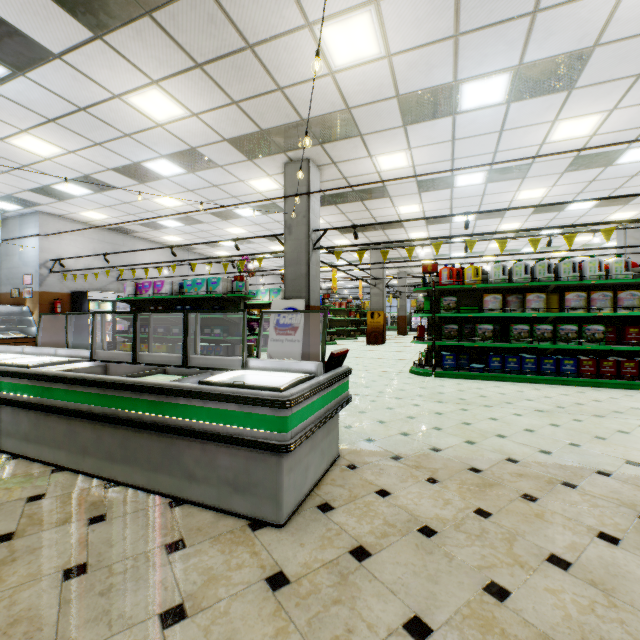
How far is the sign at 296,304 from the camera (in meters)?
7.09

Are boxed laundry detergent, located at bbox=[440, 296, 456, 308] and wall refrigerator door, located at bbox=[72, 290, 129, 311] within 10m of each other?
no

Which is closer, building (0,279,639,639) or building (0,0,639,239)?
building (0,279,639,639)

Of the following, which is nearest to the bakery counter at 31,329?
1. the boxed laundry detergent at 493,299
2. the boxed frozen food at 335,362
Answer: the boxed frozen food at 335,362

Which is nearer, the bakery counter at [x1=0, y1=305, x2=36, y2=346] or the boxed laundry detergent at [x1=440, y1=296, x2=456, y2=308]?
the boxed laundry detergent at [x1=440, y1=296, x2=456, y2=308]

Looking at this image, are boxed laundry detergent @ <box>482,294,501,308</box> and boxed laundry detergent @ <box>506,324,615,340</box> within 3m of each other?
yes

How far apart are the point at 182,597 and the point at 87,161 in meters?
9.4

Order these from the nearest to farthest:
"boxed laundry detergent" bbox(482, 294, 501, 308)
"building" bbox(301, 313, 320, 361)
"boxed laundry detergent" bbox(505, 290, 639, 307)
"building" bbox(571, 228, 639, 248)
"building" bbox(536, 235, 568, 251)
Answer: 1. "boxed laundry detergent" bbox(505, 290, 639, 307)
2. "boxed laundry detergent" bbox(482, 294, 501, 308)
3. "building" bbox(301, 313, 320, 361)
4. "building" bbox(571, 228, 639, 248)
5. "building" bbox(536, 235, 568, 251)
